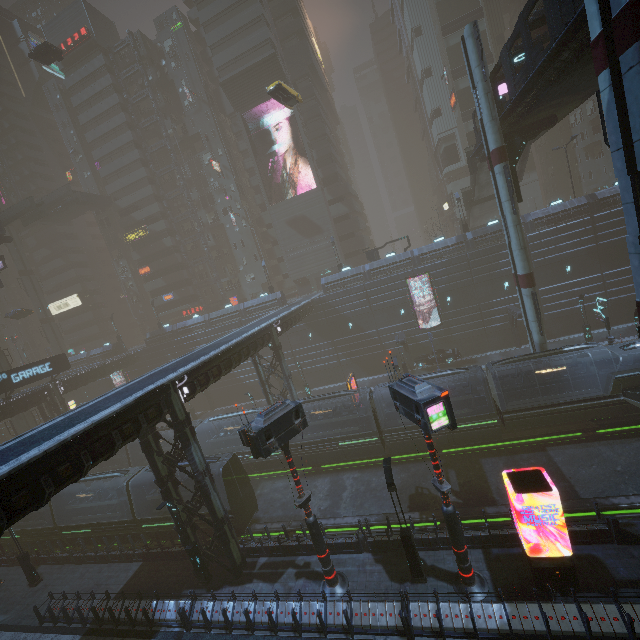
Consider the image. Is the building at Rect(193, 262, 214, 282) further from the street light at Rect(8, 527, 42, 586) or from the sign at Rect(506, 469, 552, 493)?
the street light at Rect(8, 527, 42, 586)

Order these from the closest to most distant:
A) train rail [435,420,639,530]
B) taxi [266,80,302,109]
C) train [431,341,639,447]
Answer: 1. train rail [435,420,639,530]
2. train [431,341,639,447]
3. taxi [266,80,302,109]

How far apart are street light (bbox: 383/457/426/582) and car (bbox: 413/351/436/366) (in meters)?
23.90

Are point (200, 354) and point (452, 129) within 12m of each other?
no

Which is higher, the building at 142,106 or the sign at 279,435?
the building at 142,106

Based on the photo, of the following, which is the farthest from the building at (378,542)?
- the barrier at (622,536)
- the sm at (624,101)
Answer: the barrier at (622,536)

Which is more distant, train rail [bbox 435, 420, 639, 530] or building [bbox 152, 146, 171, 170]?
building [bbox 152, 146, 171, 170]

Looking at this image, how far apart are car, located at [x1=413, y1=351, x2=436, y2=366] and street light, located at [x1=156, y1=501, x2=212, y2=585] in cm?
2766
